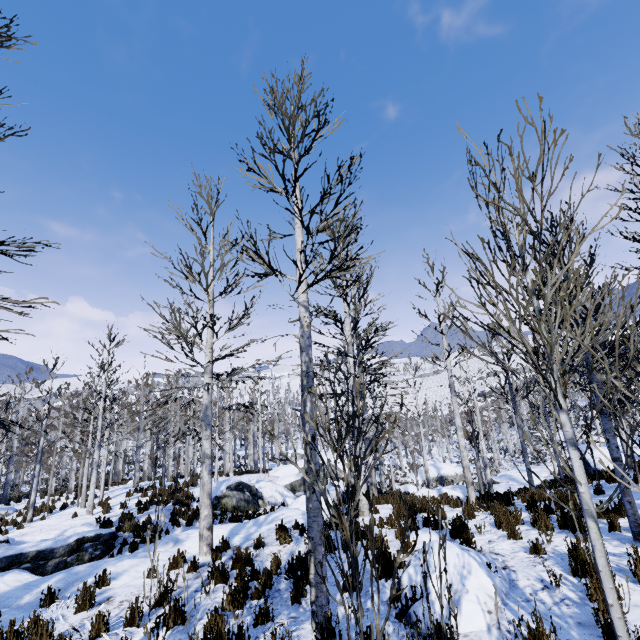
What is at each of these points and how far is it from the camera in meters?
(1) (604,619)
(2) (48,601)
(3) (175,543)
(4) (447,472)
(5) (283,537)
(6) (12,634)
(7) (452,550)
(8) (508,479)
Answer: (1) instancedfoliageactor, 3.1
(2) instancedfoliageactor, 5.9
(3) rock, 9.5
(4) rock, 39.2
(5) instancedfoliageactor, 8.2
(6) instancedfoliageactor, 4.5
(7) rock, 4.8
(8) rock, 27.9

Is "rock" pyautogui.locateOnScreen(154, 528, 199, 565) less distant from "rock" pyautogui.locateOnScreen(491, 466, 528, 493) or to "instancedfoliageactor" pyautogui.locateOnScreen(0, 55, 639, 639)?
"instancedfoliageactor" pyautogui.locateOnScreen(0, 55, 639, 639)

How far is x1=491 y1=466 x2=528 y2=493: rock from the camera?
24.76m

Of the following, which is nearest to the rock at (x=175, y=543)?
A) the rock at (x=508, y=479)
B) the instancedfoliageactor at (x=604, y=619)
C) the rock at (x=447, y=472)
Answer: the instancedfoliageactor at (x=604, y=619)

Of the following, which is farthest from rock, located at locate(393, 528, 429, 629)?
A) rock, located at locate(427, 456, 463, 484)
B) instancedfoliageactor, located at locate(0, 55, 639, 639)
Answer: rock, located at locate(427, 456, 463, 484)

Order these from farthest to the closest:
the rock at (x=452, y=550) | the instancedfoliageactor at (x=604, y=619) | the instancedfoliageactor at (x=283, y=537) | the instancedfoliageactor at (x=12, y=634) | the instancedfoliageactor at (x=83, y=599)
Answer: the instancedfoliageactor at (x=283, y=537), the instancedfoliageactor at (x=83, y=599), the instancedfoliageactor at (x=12, y=634), the rock at (x=452, y=550), the instancedfoliageactor at (x=604, y=619)

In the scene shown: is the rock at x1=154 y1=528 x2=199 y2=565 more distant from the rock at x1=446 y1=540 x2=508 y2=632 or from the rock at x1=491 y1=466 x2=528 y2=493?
the rock at x1=491 y1=466 x2=528 y2=493

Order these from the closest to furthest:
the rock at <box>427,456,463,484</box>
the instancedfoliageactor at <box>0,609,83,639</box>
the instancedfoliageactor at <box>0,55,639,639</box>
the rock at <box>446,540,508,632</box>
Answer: the instancedfoliageactor at <box>0,55,639,639</box> → the rock at <box>446,540,508,632</box> → the instancedfoliageactor at <box>0,609,83,639</box> → the rock at <box>427,456,463,484</box>
